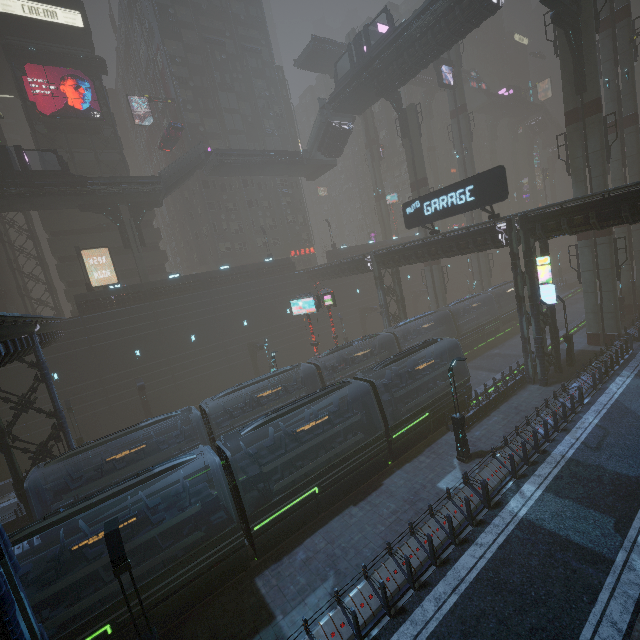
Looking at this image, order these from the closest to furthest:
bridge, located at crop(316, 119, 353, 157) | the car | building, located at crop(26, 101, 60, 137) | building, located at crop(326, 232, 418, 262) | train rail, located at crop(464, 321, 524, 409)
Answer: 1. train rail, located at crop(464, 321, 524, 409)
2. building, located at crop(26, 101, 60, 137)
3. the car
4. bridge, located at crop(316, 119, 353, 157)
5. building, located at crop(326, 232, 418, 262)

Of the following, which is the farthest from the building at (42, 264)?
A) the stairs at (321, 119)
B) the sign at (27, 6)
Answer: the stairs at (321, 119)

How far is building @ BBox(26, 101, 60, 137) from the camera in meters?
36.5

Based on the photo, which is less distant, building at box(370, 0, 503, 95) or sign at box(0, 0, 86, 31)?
building at box(370, 0, 503, 95)

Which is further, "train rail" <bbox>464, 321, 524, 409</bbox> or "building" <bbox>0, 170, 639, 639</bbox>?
"train rail" <bbox>464, 321, 524, 409</bbox>

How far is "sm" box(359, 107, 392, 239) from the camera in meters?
53.9

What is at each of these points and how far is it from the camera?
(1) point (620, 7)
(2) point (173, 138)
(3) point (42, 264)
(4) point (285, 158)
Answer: (1) sm, 28.4 meters
(2) car, 39.4 meters
(3) building, 36.6 meters
(4) bridge, 42.2 meters

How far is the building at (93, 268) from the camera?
38.7m
